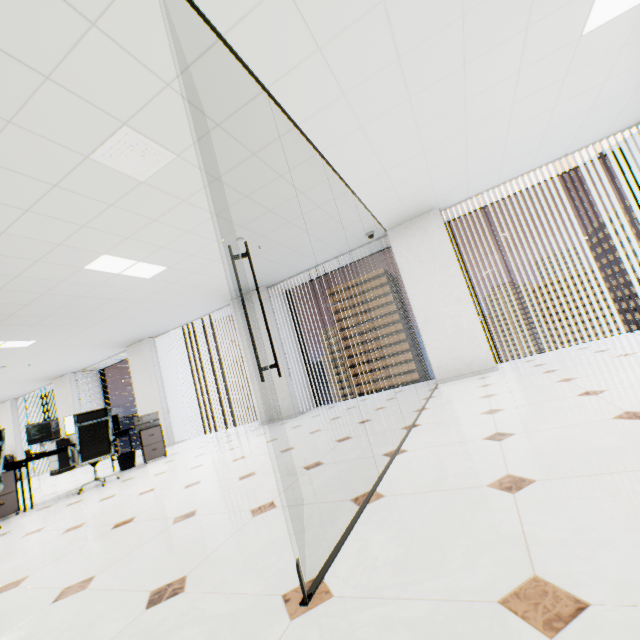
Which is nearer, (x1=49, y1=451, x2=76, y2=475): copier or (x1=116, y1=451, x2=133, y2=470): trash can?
(x1=116, y1=451, x2=133, y2=470): trash can

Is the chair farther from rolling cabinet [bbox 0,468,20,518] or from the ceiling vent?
the ceiling vent

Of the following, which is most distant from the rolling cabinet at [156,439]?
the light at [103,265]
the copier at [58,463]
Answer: the copier at [58,463]

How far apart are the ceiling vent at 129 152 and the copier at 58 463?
10.6 meters

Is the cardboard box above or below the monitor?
below

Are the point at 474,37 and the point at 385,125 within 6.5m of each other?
yes

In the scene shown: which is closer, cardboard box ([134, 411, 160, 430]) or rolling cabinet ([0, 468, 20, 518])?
rolling cabinet ([0, 468, 20, 518])

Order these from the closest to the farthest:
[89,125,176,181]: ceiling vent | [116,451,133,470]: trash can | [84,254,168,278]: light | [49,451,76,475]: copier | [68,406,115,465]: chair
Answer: [89,125,176,181]: ceiling vent → [84,254,168,278]: light → [68,406,115,465]: chair → [116,451,133,470]: trash can → [49,451,76,475]: copier
